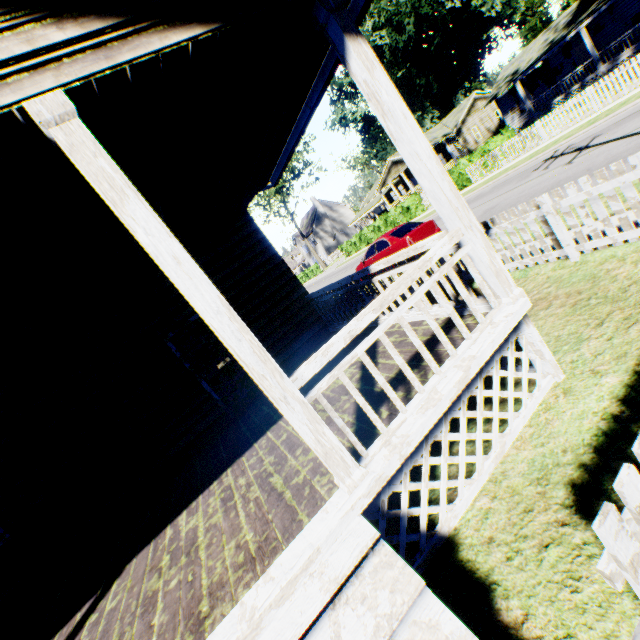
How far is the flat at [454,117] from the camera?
35.6 meters

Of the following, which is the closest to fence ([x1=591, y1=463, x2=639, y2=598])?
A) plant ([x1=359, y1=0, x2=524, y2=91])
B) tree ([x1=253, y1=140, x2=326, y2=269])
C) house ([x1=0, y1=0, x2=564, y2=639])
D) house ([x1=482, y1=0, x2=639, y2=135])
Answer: house ([x1=0, y1=0, x2=564, y2=639])

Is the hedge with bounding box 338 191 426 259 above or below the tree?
below

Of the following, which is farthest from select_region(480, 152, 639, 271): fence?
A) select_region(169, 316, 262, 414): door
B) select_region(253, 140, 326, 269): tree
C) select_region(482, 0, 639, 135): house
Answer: select_region(253, 140, 326, 269): tree

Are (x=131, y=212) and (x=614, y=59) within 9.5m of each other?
no

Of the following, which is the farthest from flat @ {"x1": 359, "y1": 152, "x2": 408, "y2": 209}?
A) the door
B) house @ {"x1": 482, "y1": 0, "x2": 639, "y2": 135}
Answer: the door

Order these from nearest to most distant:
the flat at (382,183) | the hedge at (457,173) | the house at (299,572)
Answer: the house at (299,572) < the hedge at (457,173) < the flat at (382,183)

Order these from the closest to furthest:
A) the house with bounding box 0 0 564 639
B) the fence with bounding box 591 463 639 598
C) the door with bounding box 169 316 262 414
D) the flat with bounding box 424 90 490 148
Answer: the fence with bounding box 591 463 639 598 < the house with bounding box 0 0 564 639 < the door with bounding box 169 316 262 414 < the flat with bounding box 424 90 490 148
